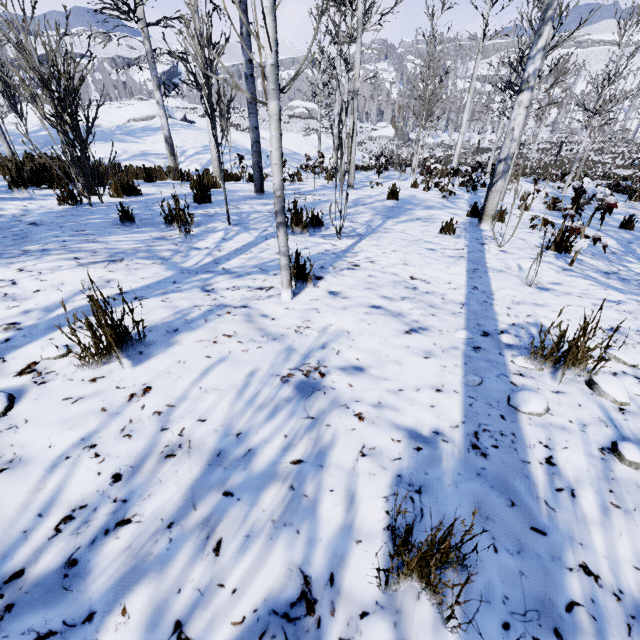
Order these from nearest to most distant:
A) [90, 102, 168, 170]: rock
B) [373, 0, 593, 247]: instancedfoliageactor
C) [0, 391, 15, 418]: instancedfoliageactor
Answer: [0, 391, 15, 418]: instancedfoliageactor → [373, 0, 593, 247]: instancedfoliageactor → [90, 102, 168, 170]: rock

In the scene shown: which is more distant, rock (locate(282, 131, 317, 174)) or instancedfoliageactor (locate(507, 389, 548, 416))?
rock (locate(282, 131, 317, 174))

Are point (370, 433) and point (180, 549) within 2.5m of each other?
yes

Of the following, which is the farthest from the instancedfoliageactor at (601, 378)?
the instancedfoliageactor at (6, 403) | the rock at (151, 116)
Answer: the rock at (151, 116)

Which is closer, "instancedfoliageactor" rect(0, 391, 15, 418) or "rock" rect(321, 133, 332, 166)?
"instancedfoliageactor" rect(0, 391, 15, 418)

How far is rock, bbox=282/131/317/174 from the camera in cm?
1990

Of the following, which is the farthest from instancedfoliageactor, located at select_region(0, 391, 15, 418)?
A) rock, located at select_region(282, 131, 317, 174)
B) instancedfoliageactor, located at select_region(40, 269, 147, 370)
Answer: rock, located at select_region(282, 131, 317, 174)

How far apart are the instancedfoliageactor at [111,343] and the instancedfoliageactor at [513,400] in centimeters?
202cm
